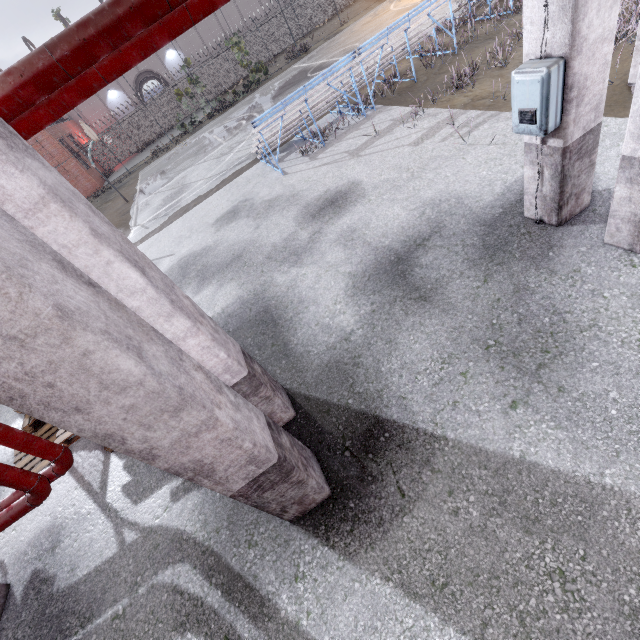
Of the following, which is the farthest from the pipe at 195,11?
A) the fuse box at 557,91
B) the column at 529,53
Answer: the fuse box at 557,91

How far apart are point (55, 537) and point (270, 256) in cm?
543

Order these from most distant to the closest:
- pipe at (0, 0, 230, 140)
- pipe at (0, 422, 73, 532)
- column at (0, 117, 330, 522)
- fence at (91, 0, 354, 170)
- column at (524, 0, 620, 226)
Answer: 1. fence at (91, 0, 354, 170)
2. pipe at (0, 422, 73, 532)
3. column at (524, 0, 620, 226)
4. pipe at (0, 0, 230, 140)
5. column at (0, 117, 330, 522)

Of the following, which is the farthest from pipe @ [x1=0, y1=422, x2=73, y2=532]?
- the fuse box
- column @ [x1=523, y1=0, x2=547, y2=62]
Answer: the fuse box

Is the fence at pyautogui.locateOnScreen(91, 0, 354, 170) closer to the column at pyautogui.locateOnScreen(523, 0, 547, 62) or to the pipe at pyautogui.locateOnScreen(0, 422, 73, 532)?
the pipe at pyautogui.locateOnScreen(0, 422, 73, 532)

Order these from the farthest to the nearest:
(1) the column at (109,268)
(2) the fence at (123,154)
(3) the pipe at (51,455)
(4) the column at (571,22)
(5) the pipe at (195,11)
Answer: (2) the fence at (123,154)
(3) the pipe at (51,455)
(4) the column at (571,22)
(5) the pipe at (195,11)
(1) the column at (109,268)

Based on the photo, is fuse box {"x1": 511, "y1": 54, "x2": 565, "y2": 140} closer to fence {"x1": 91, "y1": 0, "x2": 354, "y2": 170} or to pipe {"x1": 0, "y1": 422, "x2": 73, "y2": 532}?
pipe {"x1": 0, "y1": 422, "x2": 73, "y2": 532}

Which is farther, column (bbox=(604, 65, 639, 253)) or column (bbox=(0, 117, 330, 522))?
column (bbox=(604, 65, 639, 253))
